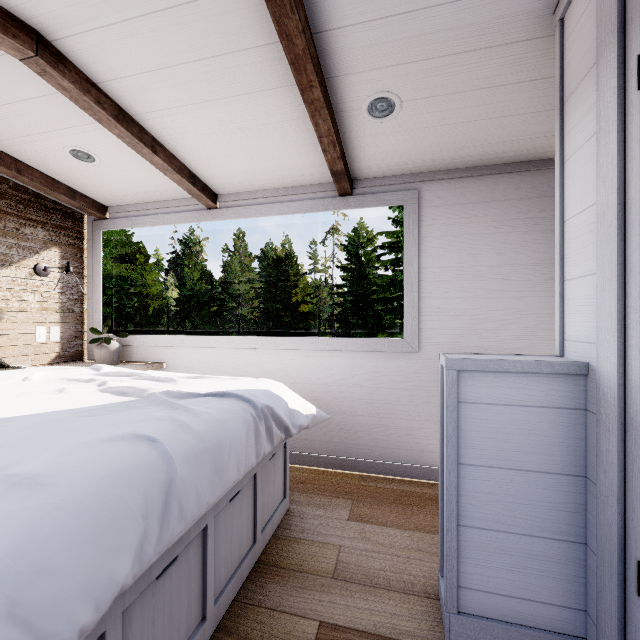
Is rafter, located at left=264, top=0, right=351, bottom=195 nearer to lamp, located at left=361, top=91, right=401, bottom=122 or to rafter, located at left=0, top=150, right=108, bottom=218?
lamp, located at left=361, top=91, right=401, bottom=122

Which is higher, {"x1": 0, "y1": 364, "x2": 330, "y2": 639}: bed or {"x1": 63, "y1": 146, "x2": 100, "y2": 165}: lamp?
{"x1": 63, "y1": 146, "x2": 100, "y2": 165}: lamp

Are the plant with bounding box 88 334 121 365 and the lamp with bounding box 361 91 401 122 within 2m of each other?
no

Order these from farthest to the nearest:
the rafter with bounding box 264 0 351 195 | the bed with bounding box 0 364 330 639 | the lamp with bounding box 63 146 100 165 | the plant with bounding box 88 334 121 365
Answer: the plant with bounding box 88 334 121 365 → the lamp with bounding box 63 146 100 165 → the rafter with bounding box 264 0 351 195 → the bed with bounding box 0 364 330 639

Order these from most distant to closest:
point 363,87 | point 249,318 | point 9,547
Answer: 1. point 249,318
2. point 363,87
3. point 9,547

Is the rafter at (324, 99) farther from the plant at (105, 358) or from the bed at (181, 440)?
the plant at (105, 358)

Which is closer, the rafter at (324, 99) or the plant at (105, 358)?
the rafter at (324, 99)

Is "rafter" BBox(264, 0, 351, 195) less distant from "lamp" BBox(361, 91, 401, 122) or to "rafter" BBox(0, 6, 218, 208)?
"lamp" BBox(361, 91, 401, 122)
